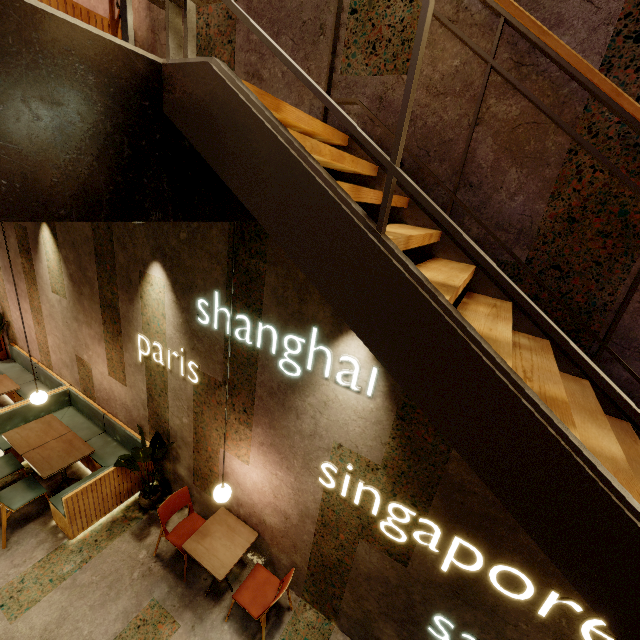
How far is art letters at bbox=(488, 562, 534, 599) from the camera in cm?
250

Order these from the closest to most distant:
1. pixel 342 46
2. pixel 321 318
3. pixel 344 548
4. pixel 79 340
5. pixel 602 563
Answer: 1. pixel 602 563
2. pixel 342 46
3. pixel 321 318
4. pixel 344 548
5. pixel 79 340

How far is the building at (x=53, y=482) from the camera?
4.9m

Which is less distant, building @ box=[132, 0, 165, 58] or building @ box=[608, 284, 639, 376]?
building @ box=[608, 284, 639, 376]

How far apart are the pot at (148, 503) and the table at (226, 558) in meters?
1.2

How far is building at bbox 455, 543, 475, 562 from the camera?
2.71m

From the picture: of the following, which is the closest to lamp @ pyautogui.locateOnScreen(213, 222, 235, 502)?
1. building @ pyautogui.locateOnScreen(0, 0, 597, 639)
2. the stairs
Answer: building @ pyautogui.locateOnScreen(0, 0, 597, 639)

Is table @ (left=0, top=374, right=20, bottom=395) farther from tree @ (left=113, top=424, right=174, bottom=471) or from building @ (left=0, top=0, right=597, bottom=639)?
tree @ (left=113, top=424, right=174, bottom=471)
